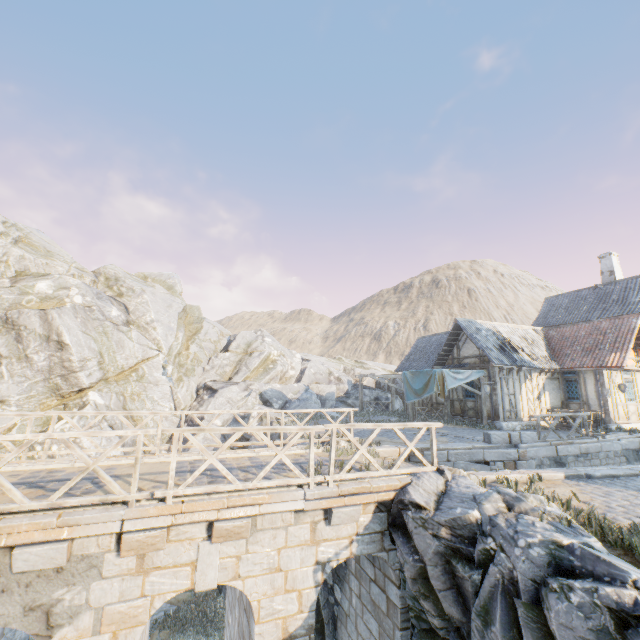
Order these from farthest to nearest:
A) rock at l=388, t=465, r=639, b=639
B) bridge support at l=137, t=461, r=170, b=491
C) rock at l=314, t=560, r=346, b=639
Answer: rock at l=314, t=560, r=346, b=639 < bridge support at l=137, t=461, r=170, b=491 < rock at l=388, t=465, r=639, b=639

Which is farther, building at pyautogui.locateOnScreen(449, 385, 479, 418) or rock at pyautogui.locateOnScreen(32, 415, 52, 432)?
building at pyautogui.locateOnScreen(449, 385, 479, 418)

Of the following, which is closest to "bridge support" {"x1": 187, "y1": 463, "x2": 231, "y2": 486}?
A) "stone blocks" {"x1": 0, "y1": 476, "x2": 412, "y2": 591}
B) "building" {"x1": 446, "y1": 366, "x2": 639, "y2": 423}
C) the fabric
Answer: "stone blocks" {"x1": 0, "y1": 476, "x2": 412, "y2": 591}

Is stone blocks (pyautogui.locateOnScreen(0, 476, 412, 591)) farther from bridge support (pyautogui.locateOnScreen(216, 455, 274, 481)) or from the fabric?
the fabric

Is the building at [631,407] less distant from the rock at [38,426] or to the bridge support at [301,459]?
the rock at [38,426]

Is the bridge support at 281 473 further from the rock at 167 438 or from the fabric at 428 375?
the fabric at 428 375

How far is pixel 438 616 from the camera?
5.65m

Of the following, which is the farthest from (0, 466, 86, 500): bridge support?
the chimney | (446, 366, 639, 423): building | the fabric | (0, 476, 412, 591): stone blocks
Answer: the chimney
